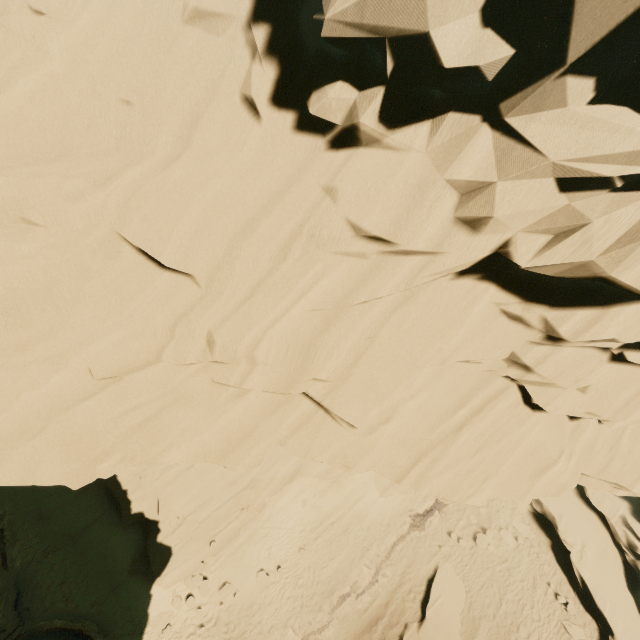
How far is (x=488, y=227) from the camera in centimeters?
541cm

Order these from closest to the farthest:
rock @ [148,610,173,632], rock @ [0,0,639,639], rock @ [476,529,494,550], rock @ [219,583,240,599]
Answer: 1. rock @ [0,0,639,639]
2. rock @ [148,610,173,632]
3. rock @ [219,583,240,599]
4. rock @ [476,529,494,550]

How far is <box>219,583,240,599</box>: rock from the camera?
18.8m

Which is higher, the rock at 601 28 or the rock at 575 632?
the rock at 601 28

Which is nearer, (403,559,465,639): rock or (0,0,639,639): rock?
(0,0,639,639): rock

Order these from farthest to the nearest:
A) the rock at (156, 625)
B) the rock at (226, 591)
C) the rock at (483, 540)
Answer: the rock at (483, 540), the rock at (226, 591), the rock at (156, 625)

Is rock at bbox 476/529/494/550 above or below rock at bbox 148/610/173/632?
above
